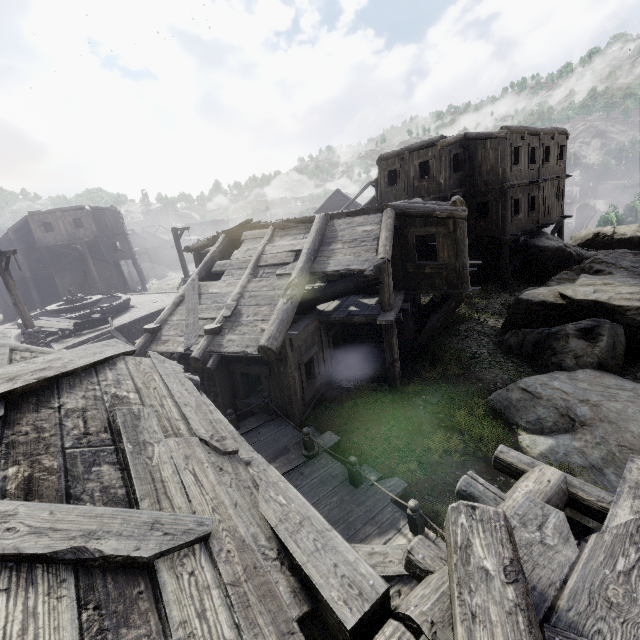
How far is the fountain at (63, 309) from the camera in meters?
19.4

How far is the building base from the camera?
16.2m

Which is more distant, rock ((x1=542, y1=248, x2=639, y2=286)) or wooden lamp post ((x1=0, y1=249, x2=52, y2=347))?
rock ((x1=542, y1=248, x2=639, y2=286))

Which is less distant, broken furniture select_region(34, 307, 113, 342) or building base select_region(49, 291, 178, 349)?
building base select_region(49, 291, 178, 349)

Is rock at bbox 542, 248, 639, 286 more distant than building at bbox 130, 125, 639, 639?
Yes

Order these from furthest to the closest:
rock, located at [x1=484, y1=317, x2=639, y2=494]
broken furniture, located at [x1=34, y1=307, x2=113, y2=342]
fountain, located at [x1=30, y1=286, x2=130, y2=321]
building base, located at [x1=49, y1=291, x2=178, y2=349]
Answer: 1. fountain, located at [x1=30, y1=286, x2=130, y2=321]
2. broken furniture, located at [x1=34, y1=307, x2=113, y2=342]
3. building base, located at [x1=49, y1=291, x2=178, y2=349]
4. rock, located at [x1=484, y1=317, x2=639, y2=494]

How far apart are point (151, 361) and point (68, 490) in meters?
2.6 m

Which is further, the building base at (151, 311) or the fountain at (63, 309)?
the fountain at (63, 309)
